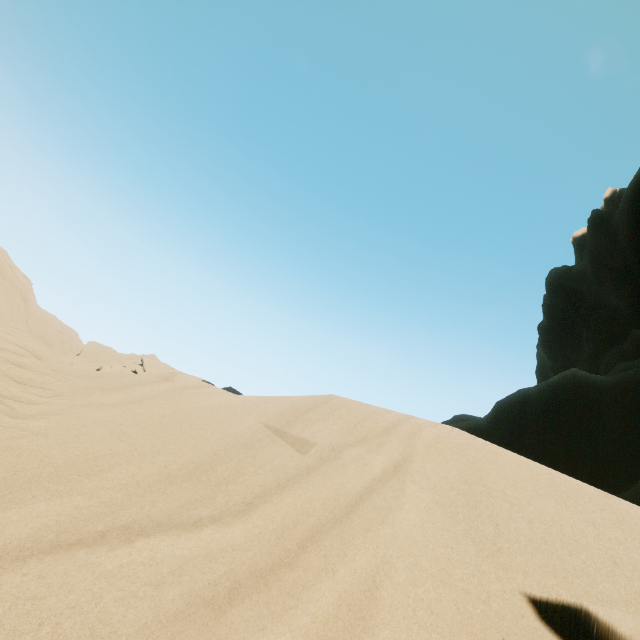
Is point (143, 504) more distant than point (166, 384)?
No
